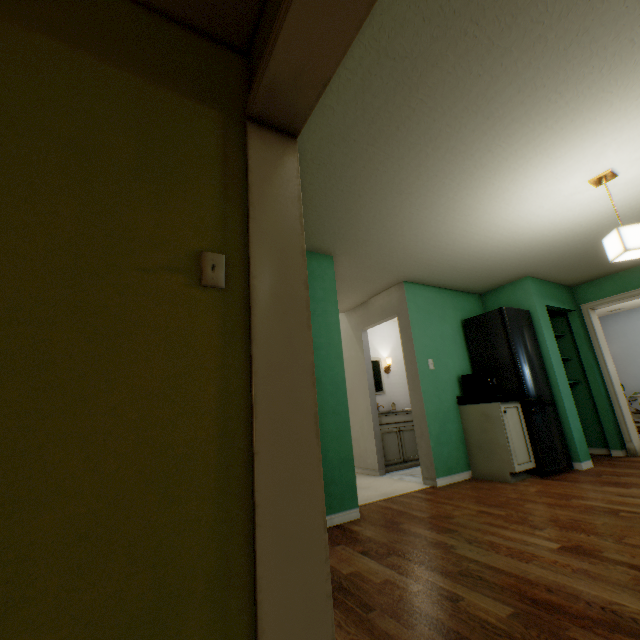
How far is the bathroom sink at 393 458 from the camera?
4.72m

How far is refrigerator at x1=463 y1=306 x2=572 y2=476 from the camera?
3.70m

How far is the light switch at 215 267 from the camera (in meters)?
1.08

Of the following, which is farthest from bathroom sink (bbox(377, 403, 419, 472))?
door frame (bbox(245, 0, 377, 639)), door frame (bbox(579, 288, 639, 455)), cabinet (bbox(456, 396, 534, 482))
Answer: door frame (bbox(245, 0, 377, 639))

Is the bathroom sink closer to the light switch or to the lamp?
the lamp

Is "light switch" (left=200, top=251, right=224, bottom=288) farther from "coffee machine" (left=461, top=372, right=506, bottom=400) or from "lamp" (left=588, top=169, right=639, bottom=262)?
"coffee machine" (left=461, top=372, right=506, bottom=400)

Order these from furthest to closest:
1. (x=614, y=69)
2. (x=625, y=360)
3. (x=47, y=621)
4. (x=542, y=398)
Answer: (x=625, y=360)
(x=542, y=398)
(x=614, y=69)
(x=47, y=621)

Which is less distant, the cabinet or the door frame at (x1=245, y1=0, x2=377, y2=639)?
the door frame at (x1=245, y1=0, x2=377, y2=639)
